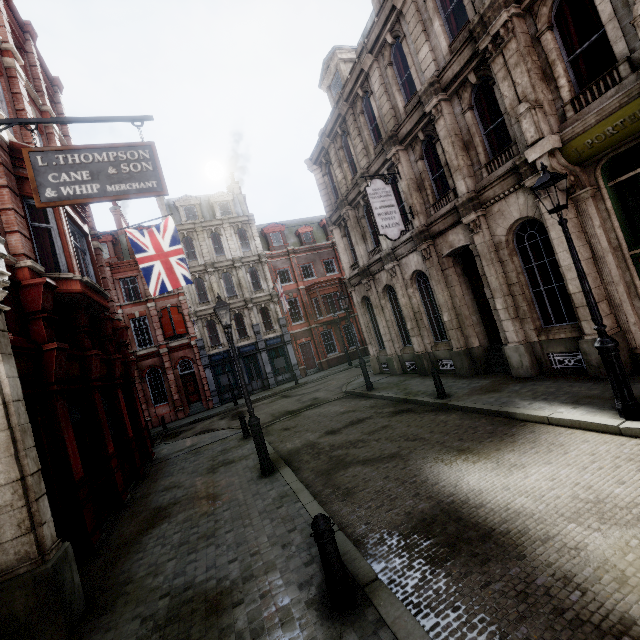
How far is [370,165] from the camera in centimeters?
1470cm

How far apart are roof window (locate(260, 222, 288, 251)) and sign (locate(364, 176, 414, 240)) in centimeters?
2092cm

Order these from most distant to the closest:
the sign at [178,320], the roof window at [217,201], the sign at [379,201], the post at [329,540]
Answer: the roof window at [217,201] → the sign at [178,320] → the sign at [379,201] → the post at [329,540]

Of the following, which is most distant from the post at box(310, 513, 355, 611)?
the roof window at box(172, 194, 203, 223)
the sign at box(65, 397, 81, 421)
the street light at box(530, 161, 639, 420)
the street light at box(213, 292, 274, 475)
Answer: the roof window at box(172, 194, 203, 223)

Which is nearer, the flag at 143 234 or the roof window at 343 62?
the flag at 143 234

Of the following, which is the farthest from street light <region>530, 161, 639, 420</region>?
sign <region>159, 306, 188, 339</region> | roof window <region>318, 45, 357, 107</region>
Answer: sign <region>159, 306, 188, 339</region>

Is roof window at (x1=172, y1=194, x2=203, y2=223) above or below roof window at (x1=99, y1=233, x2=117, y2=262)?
above

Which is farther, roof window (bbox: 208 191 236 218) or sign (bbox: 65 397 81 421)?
roof window (bbox: 208 191 236 218)
